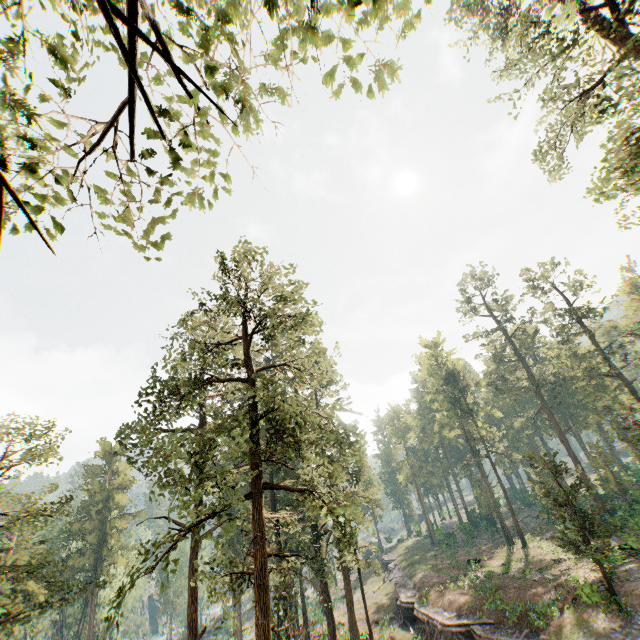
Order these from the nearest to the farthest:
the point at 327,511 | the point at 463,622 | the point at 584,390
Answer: the point at 327,511 → the point at 463,622 → the point at 584,390

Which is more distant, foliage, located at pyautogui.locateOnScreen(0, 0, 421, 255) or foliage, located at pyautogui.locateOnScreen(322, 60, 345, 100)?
foliage, located at pyautogui.locateOnScreen(322, 60, 345, 100)

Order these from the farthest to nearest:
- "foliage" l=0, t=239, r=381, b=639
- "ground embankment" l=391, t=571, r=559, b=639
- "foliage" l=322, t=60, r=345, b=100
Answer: "ground embankment" l=391, t=571, r=559, b=639 < "foliage" l=0, t=239, r=381, b=639 < "foliage" l=322, t=60, r=345, b=100

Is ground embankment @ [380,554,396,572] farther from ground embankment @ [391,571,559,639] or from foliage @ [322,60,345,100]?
ground embankment @ [391,571,559,639]

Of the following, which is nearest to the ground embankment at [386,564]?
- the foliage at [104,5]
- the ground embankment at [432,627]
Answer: the foliage at [104,5]

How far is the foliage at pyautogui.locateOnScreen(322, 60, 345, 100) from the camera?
4.58m
